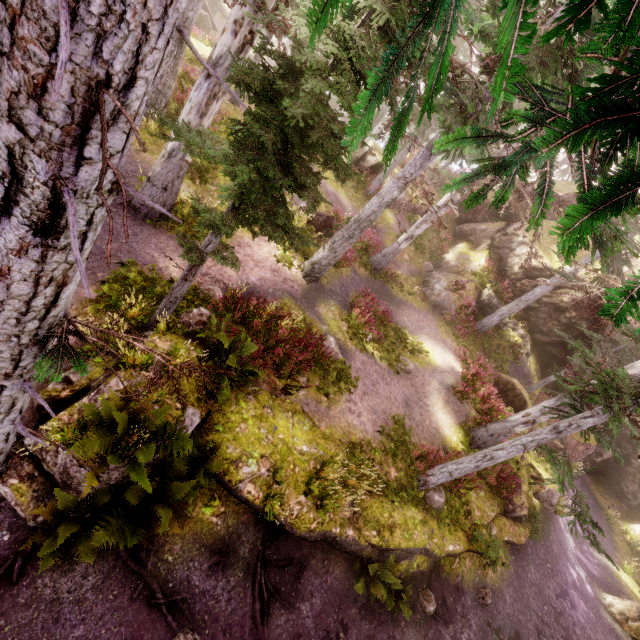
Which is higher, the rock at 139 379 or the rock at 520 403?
the rock at 520 403

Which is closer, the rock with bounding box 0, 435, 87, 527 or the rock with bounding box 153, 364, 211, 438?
the rock with bounding box 0, 435, 87, 527

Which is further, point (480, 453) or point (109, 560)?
point (480, 453)

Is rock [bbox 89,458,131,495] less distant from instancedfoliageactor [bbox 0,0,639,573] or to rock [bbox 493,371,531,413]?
instancedfoliageactor [bbox 0,0,639,573]

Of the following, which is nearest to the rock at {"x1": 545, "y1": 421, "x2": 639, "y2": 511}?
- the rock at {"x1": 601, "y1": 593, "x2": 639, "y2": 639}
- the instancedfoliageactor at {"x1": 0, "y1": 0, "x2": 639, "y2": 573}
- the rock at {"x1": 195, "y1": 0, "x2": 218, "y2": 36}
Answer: the instancedfoliageactor at {"x1": 0, "y1": 0, "x2": 639, "y2": 573}

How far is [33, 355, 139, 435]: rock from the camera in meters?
5.6 m

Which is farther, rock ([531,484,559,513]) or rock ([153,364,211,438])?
rock ([531,484,559,513])

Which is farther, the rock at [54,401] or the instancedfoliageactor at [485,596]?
the instancedfoliageactor at [485,596]
